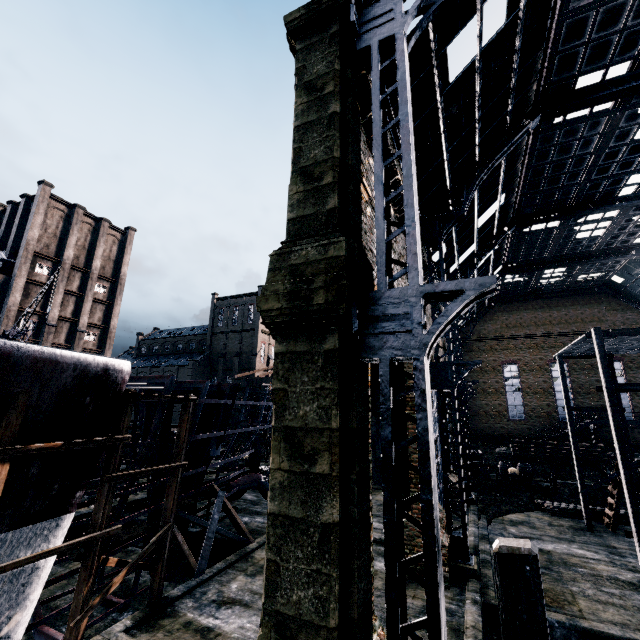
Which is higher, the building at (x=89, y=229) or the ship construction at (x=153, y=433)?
the building at (x=89, y=229)

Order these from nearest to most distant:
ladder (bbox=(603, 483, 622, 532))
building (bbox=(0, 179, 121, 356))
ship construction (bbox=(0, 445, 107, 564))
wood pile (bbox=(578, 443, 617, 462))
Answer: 1. ship construction (bbox=(0, 445, 107, 564))
2. ladder (bbox=(603, 483, 622, 532))
3. wood pile (bbox=(578, 443, 617, 462))
4. building (bbox=(0, 179, 121, 356))

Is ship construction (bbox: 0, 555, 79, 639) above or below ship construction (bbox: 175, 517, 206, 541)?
below

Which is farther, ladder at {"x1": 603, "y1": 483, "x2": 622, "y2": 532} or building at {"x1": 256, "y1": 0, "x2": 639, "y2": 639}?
ladder at {"x1": 603, "y1": 483, "x2": 622, "y2": 532}

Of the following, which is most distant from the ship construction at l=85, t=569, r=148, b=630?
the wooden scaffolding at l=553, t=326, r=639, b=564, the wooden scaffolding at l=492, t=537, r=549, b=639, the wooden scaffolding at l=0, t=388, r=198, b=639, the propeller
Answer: the wooden scaffolding at l=553, t=326, r=639, b=564

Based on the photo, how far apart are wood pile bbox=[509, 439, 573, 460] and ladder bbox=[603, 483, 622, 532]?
16.0 meters

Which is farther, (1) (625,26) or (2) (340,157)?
(1) (625,26)

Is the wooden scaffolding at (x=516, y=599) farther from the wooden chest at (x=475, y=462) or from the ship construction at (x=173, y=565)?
the wooden chest at (x=475, y=462)
